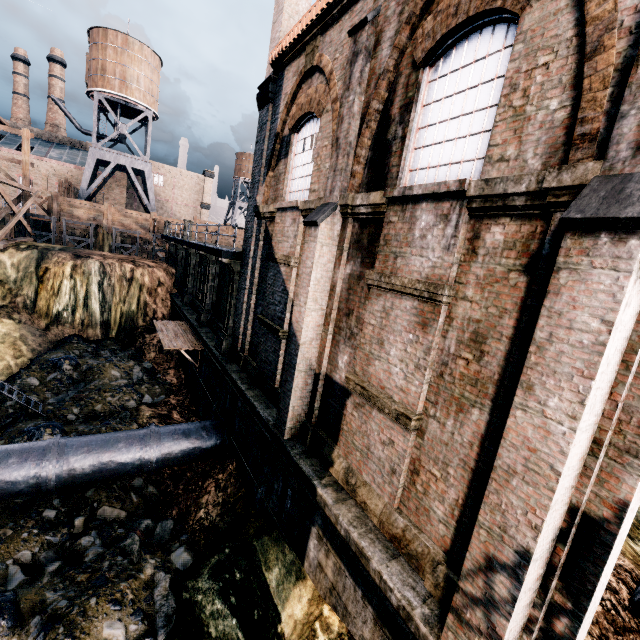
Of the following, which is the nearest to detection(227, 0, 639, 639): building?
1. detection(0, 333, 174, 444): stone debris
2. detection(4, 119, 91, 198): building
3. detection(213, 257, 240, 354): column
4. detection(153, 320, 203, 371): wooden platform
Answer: detection(213, 257, 240, 354): column

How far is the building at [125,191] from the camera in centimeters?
5146cm

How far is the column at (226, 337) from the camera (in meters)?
14.79

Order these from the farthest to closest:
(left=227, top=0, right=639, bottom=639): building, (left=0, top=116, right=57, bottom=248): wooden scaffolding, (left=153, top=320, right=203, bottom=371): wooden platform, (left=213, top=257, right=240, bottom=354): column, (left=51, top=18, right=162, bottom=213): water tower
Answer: (left=51, top=18, right=162, bottom=213): water tower, (left=0, top=116, right=57, bottom=248): wooden scaffolding, (left=153, top=320, right=203, bottom=371): wooden platform, (left=213, top=257, right=240, bottom=354): column, (left=227, top=0, right=639, bottom=639): building

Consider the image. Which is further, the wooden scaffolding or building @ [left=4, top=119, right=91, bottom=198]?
building @ [left=4, top=119, right=91, bottom=198]

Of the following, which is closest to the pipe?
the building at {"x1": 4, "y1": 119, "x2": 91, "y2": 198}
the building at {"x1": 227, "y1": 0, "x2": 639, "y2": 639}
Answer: the building at {"x1": 227, "y1": 0, "x2": 639, "y2": 639}

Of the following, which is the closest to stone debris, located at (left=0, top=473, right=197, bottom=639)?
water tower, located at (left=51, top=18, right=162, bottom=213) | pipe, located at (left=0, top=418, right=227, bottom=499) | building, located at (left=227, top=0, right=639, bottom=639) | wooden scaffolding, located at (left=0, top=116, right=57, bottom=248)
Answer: pipe, located at (left=0, top=418, right=227, bottom=499)

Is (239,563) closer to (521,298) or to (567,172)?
(521,298)
